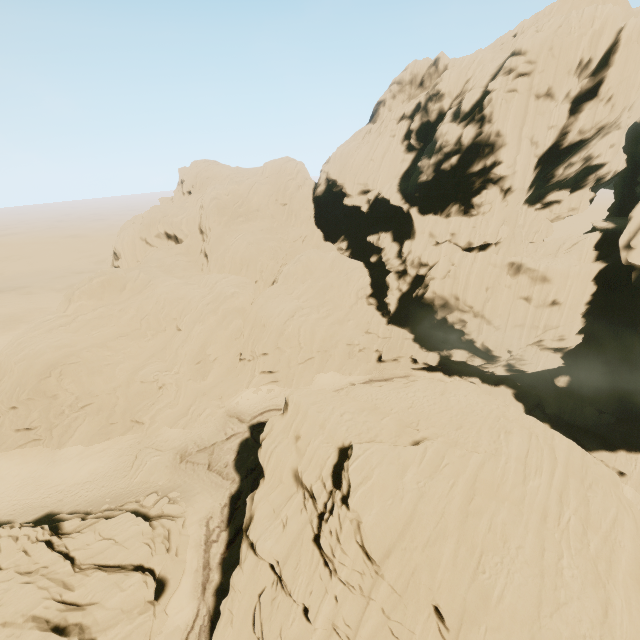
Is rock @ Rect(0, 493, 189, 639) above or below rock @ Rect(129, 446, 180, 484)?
above

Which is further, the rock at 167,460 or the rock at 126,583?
the rock at 167,460

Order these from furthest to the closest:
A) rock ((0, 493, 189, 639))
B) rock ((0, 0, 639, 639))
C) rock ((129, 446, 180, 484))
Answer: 1. rock ((129, 446, 180, 484))
2. rock ((0, 0, 639, 639))
3. rock ((0, 493, 189, 639))

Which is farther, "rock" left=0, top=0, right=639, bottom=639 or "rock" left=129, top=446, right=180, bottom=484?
"rock" left=129, top=446, right=180, bottom=484

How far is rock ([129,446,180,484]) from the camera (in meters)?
31.83

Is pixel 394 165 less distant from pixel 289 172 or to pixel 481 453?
pixel 289 172

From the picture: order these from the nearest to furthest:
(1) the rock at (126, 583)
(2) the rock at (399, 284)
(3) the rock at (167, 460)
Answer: (1) the rock at (126, 583)
(2) the rock at (399, 284)
(3) the rock at (167, 460)
